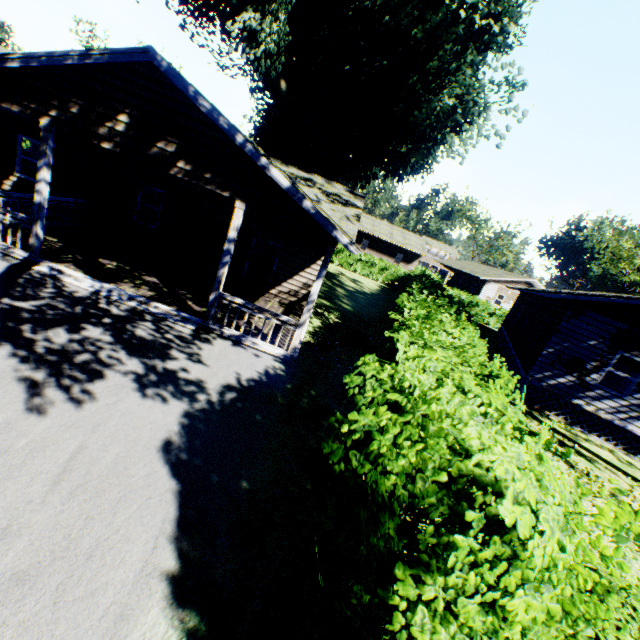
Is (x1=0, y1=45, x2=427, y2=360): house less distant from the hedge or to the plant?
the plant

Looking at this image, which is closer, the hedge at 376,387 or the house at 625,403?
the hedge at 376,387

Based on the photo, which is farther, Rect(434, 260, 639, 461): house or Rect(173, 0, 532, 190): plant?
Rect(173, 0, 532, 190): plant

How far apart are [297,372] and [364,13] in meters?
16.3

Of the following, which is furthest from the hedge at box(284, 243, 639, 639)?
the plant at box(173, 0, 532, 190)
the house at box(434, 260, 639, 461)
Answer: the house at box(434, 260, 639, 461)

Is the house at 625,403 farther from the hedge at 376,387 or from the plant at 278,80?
the plant at 278,80

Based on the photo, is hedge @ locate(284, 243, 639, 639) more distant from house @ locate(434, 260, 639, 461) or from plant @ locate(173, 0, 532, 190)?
house @ locate(434, 260, 639, 461)

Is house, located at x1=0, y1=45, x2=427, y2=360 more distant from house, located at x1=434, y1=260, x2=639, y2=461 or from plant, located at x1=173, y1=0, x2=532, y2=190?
house, located at x1=434, y1=260, x2=639, y2=461
